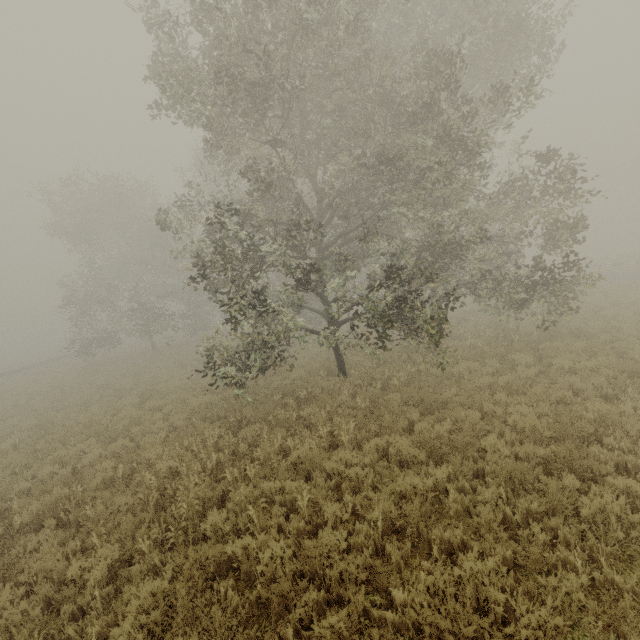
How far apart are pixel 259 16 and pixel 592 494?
13.4m

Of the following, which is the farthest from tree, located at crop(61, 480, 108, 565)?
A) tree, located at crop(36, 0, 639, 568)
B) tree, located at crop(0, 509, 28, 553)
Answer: tree, located at crop(0, 509, 28, 553)

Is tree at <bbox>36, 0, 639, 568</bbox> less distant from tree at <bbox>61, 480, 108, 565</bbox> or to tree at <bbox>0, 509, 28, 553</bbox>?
tree at <bbox>61, 480, 108, 565</bbox>

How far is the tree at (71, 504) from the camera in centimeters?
559cm

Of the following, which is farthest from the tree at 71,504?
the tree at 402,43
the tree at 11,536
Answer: the tree at 11,536

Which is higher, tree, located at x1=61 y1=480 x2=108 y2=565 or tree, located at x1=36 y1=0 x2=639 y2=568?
tree, located at x1=36 y1=0 x2=639 y2=568
